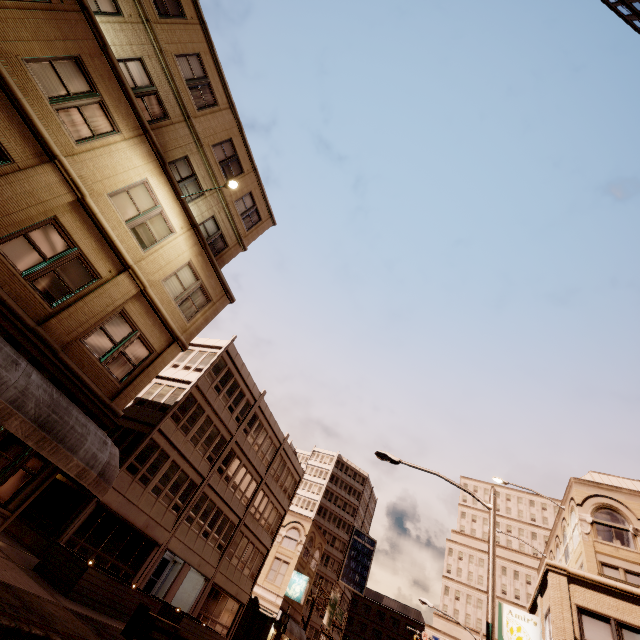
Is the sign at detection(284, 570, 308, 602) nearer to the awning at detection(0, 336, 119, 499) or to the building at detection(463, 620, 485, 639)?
the awning at detection(0, 336, 119, 499)

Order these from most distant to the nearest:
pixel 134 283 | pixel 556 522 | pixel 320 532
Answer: pixel 320 532 < pixel 556 522 < pixel 134 283

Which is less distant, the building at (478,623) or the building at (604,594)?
the building at (604,594)

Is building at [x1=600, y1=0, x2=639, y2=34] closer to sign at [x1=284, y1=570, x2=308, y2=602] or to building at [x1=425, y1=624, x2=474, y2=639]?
sign at [x1=284, y1=570, x2=308, y2=602]

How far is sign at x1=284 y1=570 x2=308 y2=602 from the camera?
34.5 meters

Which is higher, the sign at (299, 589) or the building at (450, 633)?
the building at (450, 633)

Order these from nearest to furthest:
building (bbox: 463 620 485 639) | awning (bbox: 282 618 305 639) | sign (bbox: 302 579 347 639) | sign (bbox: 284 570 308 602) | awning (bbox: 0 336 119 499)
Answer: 1. awning (bbox: 0 336 119 499)
2. awning (bbox: 282 618 305 639)
3. sign (bbox: 284 570 308 602)
4. sign (bbox: 302 579 347 639)
5. building (bbox: 463 620 485 639)

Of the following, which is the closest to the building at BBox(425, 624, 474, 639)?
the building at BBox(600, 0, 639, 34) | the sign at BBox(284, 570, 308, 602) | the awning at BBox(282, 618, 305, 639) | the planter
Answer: the awning at BBox(282, 618, 305, 639)
